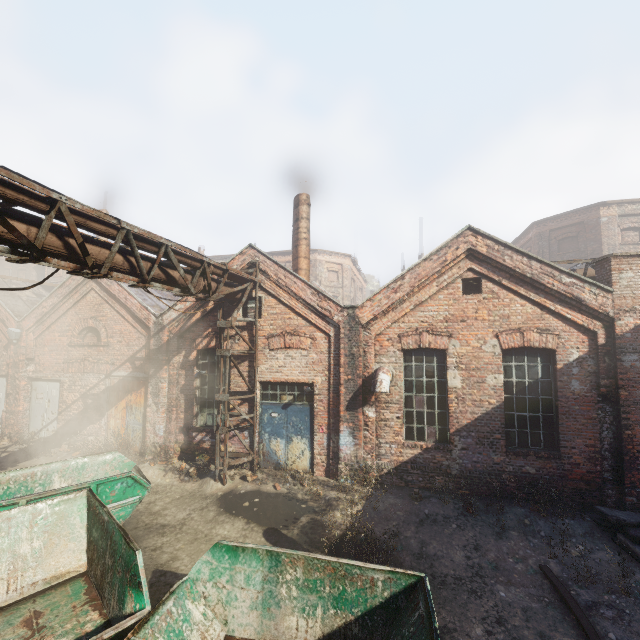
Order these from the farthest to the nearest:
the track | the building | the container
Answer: the building
the track
the container

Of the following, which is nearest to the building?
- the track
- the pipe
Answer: the pipe

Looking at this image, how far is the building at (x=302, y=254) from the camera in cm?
1286

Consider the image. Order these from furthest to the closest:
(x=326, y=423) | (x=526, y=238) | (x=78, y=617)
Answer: (x=526, y=238), (x=326, y=423), (x=78, y=617)

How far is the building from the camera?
12.9 meters

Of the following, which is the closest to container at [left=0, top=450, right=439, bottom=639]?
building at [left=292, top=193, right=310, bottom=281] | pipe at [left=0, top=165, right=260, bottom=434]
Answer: pipe at [left=0, top=165, right=260, bottom=434]

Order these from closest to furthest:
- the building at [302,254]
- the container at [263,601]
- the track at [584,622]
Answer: the container at [263,601]
the track at [584,622]
the building at [302,254]
